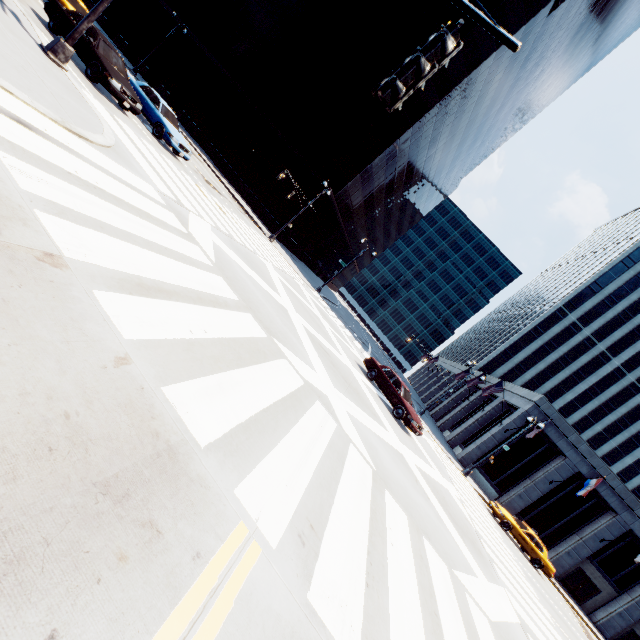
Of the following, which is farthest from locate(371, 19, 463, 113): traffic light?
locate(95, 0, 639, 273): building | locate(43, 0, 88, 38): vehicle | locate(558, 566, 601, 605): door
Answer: locate(558, 566, 601, 605): door

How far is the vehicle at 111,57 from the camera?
12.4m

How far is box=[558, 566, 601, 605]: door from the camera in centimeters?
2881cm

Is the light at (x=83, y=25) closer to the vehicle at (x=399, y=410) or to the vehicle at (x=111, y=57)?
the vehicle at (x=111, y=57)

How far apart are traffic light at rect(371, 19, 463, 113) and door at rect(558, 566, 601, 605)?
42.15m

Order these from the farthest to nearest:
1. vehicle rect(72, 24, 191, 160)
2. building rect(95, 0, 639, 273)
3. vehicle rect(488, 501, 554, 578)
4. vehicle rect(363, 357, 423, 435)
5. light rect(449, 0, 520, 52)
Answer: building rect(95, 0, 639, 273)
vehicle rect(488, 501, 554, 578)
vehicle rect(363, 357, 423, 435)
vehicle rect(72, 24, 191, 160)
light rect(449, 0, 520, 52)

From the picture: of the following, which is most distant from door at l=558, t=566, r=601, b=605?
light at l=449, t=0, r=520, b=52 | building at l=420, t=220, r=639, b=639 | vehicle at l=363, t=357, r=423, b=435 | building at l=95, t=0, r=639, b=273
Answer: building at l=95, t=0, r=639, b=273

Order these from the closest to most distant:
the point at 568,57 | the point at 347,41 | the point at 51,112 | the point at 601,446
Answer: the point at 51,112, the point at 347,41, the point at 601,446, the point at 568,57
